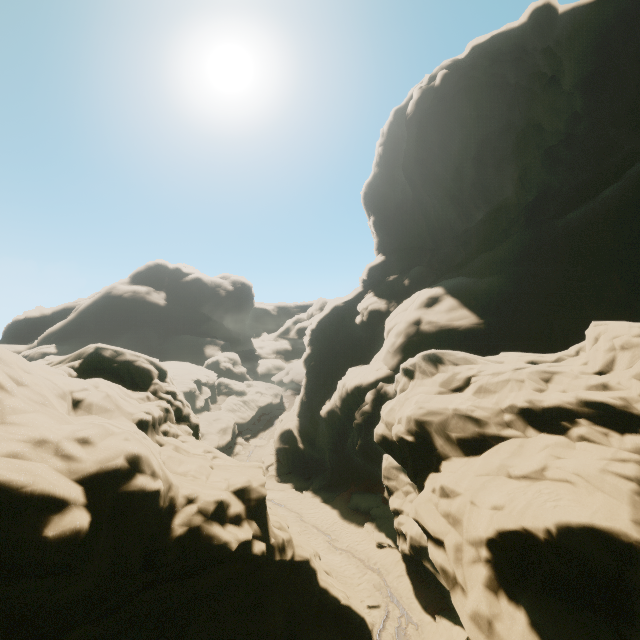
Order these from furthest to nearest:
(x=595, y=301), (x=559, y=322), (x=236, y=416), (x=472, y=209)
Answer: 1. (x=236, y=416)
2. (x=472, y=209)
3. (x=595, y=301)
4. (x=559, y=322)
